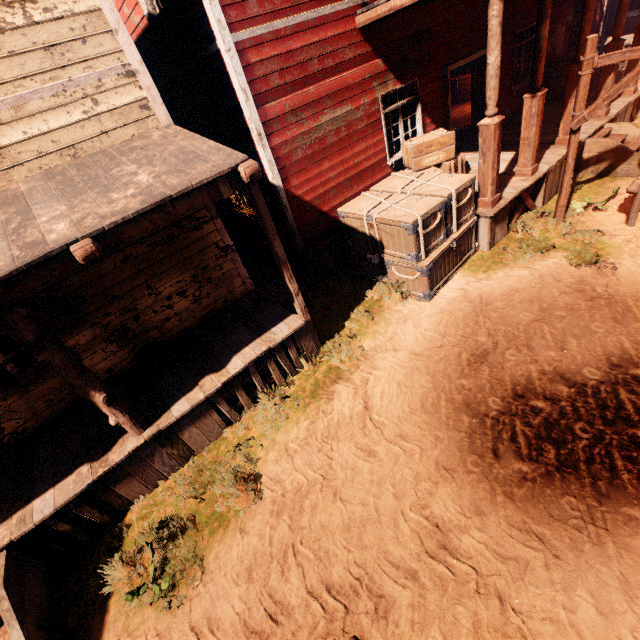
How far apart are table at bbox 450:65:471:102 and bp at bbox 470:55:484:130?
4.2 meters

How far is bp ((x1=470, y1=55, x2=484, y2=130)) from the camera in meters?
10.1 m

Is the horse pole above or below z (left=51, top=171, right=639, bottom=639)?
above

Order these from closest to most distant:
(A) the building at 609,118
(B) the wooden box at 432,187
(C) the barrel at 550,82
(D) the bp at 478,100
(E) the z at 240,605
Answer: (E) the z at 240,605
(B) the wooden box at 432,187
(A) the building at 609,118
(D) the bp at 478,100
(C) the barrel at 550,82

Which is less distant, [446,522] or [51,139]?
[446,522]

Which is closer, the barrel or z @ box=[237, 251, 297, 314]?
z @ box=[237, 251, 297, 314]

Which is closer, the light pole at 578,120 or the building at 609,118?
the light pole at 578,120

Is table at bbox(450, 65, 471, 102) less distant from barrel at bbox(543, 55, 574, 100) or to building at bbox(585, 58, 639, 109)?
building at bbox(585, 58, 639, 109)
